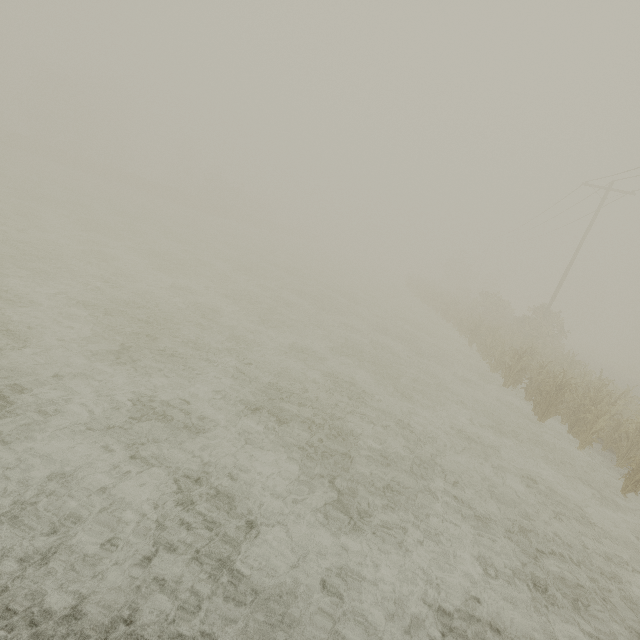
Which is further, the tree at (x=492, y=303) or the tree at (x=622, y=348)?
the tree at (x=622, y=348)

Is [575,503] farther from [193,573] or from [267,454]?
[193,573]

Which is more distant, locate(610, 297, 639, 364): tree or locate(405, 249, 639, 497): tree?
locate(610, 297, 639, 364): tree
